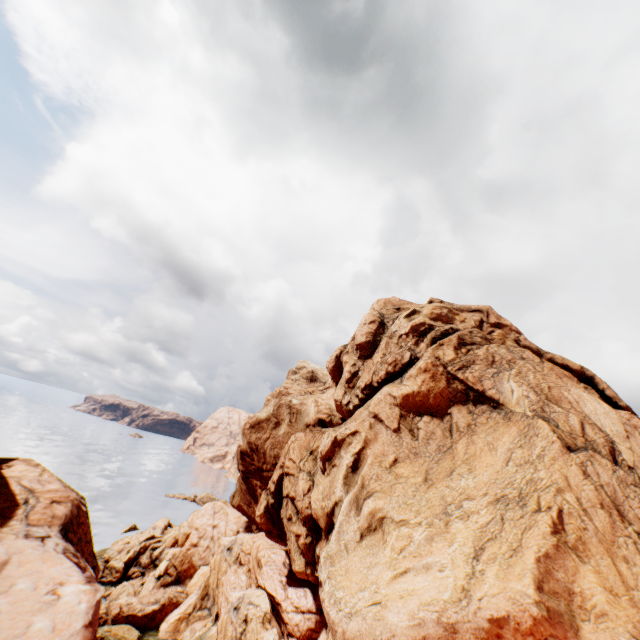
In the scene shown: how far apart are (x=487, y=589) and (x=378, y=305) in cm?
2172
